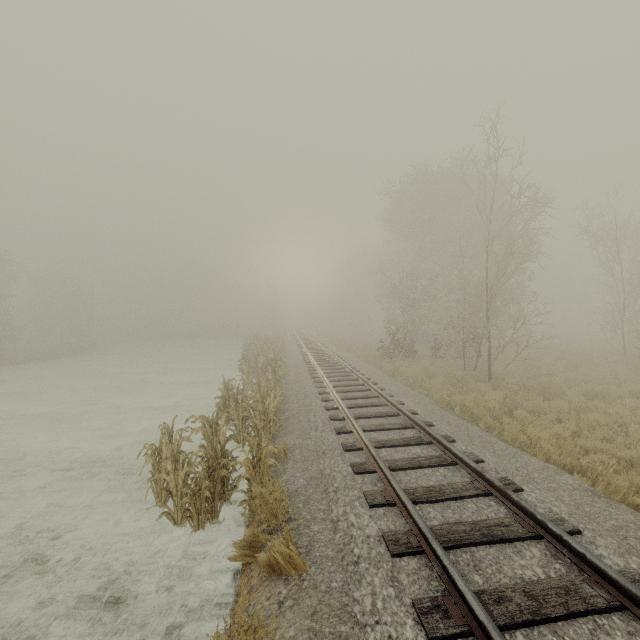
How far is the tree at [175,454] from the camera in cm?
546

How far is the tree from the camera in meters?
5.5 m

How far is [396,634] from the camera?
2.93m
